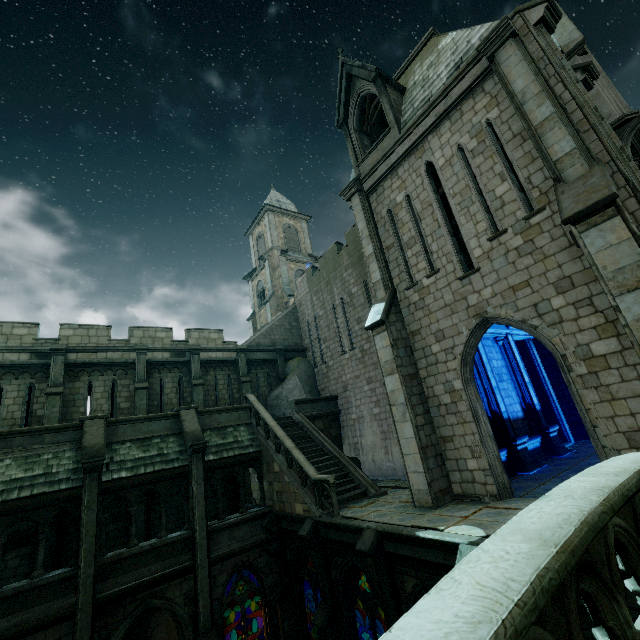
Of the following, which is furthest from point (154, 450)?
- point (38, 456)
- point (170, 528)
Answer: point (170, 528)

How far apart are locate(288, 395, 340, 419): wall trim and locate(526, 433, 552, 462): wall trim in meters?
9.5 m

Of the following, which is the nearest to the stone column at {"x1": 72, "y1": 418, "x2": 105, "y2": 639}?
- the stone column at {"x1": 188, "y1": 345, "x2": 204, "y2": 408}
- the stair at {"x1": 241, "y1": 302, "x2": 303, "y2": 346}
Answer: the stone column at {"x1": 188, "y1": 345, "x2": 204, "y2": 408}

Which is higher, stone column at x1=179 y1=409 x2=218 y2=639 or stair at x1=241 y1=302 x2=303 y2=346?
stair at x1=241 y1=302 x2=303 y2=346

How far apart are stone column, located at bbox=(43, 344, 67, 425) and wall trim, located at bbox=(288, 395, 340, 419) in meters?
10.5

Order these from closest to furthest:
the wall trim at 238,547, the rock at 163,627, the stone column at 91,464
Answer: the stone column at 91,464, the wall trim at 238,547, the rock at 163,627

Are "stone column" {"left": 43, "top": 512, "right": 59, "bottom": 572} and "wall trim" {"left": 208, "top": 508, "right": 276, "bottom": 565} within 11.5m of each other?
yes

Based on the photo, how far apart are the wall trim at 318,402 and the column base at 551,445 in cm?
992
